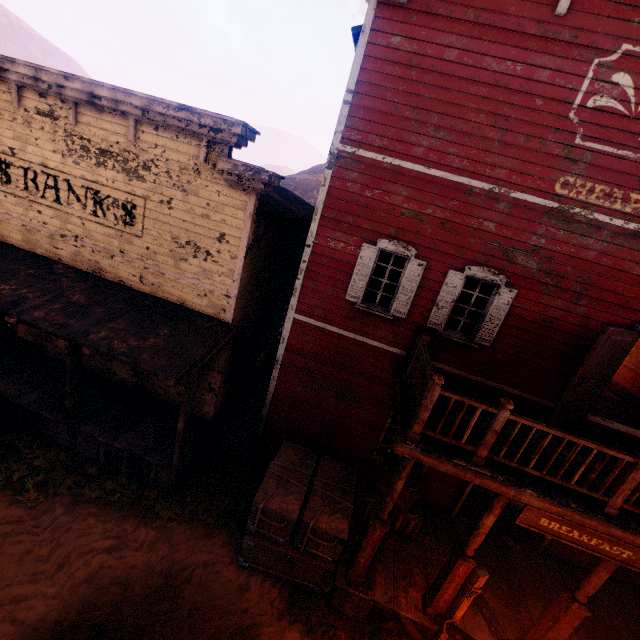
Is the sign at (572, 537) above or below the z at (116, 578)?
above

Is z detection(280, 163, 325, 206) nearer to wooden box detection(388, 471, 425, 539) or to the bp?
wooden box detection(388, 471, 425, 539)

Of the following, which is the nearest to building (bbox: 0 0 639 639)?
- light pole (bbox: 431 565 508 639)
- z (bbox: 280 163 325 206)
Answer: z (bbox: 280 163 325 206)

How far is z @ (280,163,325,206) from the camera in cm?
4238

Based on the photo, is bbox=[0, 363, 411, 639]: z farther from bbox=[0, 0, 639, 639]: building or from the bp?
the bp

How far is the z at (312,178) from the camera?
42.38m

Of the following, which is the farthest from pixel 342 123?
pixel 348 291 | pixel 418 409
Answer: pixel 418 409

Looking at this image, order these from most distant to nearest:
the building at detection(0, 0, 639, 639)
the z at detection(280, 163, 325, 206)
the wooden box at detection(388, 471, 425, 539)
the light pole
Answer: the z at detection(280, 163, 325, 206) → the wooden box at detection(388, 471, 425, 539) → the building at detection(0, 0, 639, 639) → the light pole
